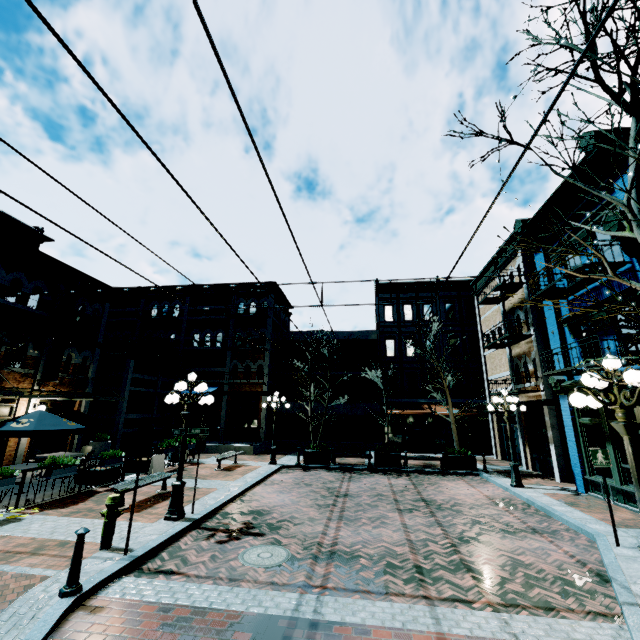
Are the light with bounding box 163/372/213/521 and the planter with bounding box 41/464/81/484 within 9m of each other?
yes

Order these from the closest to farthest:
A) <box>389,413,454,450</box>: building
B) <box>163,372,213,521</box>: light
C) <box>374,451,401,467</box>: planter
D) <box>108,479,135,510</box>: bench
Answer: <box>163,372,213,521</box>: light → <box>108,479,135,510</box>: bench → <box>374,451,401,467</box>: planter → <box>389,413,454,450</box>: building

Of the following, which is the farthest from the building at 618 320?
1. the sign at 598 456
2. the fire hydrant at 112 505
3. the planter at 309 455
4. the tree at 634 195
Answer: the fire hydrant at 112 505

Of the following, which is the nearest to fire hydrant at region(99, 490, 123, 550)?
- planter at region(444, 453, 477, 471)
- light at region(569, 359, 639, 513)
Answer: light at region(569, 359, 639, 513)

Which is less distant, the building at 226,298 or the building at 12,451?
the building at 12,451

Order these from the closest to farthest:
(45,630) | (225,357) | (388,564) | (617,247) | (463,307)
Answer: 1. (45,630)
2. (388,564)
3. (617,247)
4. (225,357)
5. (463,307)

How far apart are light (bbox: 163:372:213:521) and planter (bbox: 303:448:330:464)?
8.9 meters

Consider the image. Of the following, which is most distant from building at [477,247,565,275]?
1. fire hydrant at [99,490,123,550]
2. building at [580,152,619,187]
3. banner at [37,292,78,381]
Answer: banner at [37,292,78,381]
